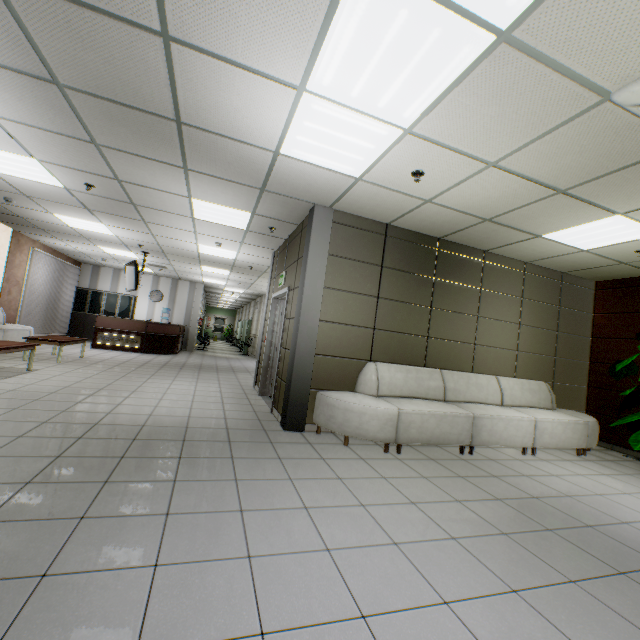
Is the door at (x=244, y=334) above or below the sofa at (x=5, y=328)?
above

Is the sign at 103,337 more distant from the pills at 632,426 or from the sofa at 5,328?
the pills at 632,426

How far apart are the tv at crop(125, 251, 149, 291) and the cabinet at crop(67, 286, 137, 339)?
4.3m

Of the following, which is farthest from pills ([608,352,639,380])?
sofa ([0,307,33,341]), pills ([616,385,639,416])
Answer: sofa ([0,307,33,341])

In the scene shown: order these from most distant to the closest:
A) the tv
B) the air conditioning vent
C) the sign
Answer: the sign → the tv → the air conditioning vent

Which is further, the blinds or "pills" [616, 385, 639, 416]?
the blinds

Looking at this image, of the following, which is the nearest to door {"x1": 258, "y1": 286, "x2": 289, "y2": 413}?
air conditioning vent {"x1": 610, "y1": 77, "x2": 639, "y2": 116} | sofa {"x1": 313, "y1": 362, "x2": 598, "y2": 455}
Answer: sofa {"x1": 313, "y1": 362, "x2": 598, "y2": 455}

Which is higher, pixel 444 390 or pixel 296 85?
pixel 296 85
